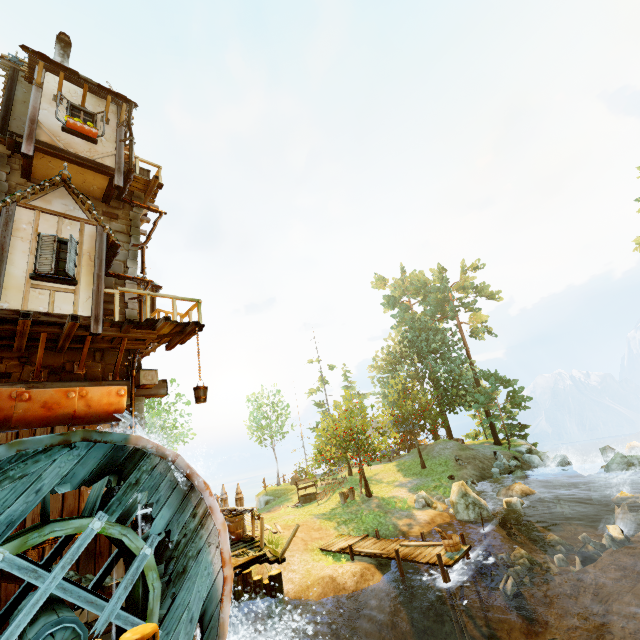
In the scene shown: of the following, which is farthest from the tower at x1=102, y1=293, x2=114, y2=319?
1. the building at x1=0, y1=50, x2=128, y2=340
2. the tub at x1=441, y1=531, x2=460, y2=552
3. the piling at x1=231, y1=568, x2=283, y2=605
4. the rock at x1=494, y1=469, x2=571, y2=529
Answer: the rock at x1=494, y1=469, x2=571, y2=529

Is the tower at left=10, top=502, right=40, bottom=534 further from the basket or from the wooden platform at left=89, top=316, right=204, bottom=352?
the basket

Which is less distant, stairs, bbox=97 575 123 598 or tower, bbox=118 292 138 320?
stairs, bbox=97 575 123 598

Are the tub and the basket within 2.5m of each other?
no

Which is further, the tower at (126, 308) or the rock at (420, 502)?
the rock at (420, 502)

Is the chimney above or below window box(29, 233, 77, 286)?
above

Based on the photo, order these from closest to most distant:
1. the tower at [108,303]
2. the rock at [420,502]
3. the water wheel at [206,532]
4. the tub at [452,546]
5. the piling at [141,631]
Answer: the piling at [141,631], the water wheel at [206,532], the tower at [108,303], the tub at [452,546], the rock at [420,502]

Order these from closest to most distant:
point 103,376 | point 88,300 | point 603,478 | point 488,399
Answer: point 88,300 < point 103,376 < point 603,478 < point 488,399
